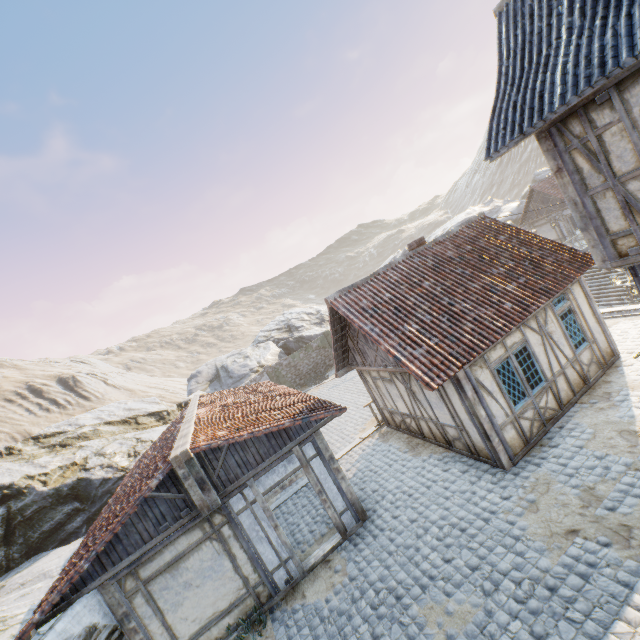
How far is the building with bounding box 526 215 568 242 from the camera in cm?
2777

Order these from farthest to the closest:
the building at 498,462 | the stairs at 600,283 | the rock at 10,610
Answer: the stairs at 600,283 < the rock at 10,610 < the building at 498,462

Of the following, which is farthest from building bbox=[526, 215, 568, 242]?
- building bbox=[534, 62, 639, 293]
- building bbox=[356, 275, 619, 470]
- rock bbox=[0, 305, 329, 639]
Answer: building bbox=[534, 62, 639, 293]

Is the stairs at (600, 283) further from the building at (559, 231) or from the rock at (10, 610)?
the rock at (10, 610)

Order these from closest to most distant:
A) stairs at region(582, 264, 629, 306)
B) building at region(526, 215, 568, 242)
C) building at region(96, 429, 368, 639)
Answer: building at region(96, 429, 368, 639)
stairs at region(582, 264, 629, 306)
building at region(526, 215, 568, 242)

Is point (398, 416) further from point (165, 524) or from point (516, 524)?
point (165, 524)

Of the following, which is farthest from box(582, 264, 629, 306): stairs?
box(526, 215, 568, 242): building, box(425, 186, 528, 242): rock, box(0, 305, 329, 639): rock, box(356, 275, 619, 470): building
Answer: box(0, 305, 329, 639): rock

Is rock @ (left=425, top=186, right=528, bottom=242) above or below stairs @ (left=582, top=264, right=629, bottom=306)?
above
